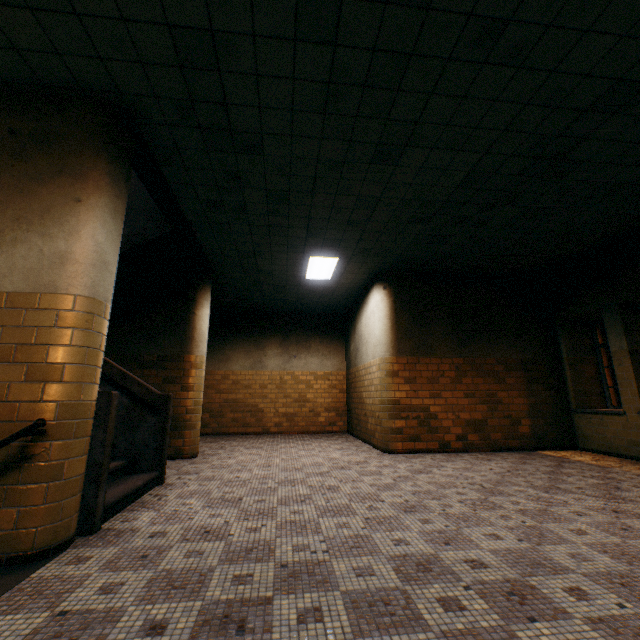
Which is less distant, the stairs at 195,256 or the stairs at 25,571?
the stairs at 25,571

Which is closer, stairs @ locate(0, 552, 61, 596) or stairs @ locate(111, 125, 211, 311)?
stairs @ locate(0, 552, 61, 596)

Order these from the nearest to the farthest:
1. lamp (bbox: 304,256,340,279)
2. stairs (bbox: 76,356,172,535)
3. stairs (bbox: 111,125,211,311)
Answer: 1. stairs (bbox: 76,356,172,535)
2. stairs (bbox: 111,125,211,311)
3. lamp (bbox: 304,256,340,279)

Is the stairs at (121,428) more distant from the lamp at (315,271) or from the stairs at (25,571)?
the lamp at (315,271)

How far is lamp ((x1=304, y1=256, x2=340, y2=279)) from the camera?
6.78m

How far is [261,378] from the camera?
10.5 meters

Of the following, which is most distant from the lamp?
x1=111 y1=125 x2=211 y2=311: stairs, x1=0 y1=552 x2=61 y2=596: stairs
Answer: x1=0 y1=552 x2=61 y2=596: stairs
